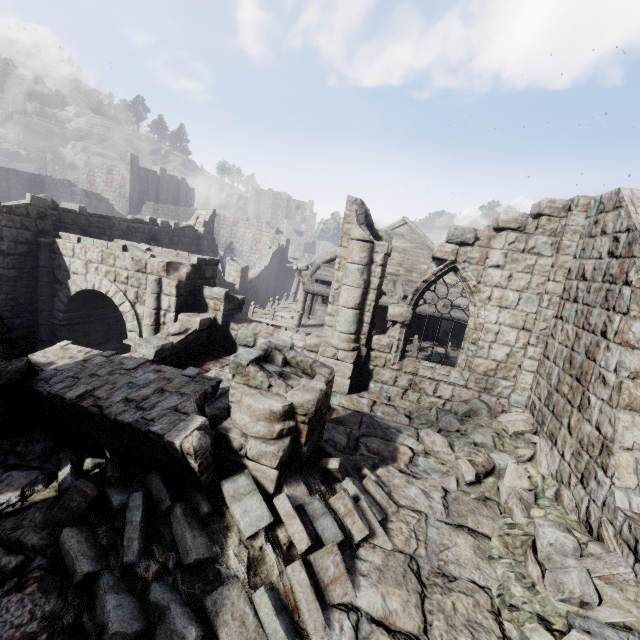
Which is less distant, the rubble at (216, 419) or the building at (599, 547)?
the building at (599, 547)

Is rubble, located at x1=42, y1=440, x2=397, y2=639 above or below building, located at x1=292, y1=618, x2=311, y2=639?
above

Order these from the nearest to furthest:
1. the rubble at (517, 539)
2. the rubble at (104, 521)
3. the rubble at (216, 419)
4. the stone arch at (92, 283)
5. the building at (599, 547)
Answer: the rubble at (104, 521) → the rubble at (517, 539) → the building at (599, 547) → the rubble at (216, 419) → the stone arch at (92, 283)

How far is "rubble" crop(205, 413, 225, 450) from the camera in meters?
4.9 m

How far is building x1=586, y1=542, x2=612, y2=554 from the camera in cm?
432

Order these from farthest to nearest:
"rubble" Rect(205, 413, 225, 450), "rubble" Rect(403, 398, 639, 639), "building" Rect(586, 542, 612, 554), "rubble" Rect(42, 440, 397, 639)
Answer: "rubble" Rect(205, 413, 225, 450)
"building" Rect(586, 542, 612, 554)
"rubble" Rect(403, 398, 639, 639)
"rubble" Rect(42, 440, 397, 639)

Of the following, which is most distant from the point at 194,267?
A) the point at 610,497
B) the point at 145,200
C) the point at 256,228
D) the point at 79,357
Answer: the point at 145,200

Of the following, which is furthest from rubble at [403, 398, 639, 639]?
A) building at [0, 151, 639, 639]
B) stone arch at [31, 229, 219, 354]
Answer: stone arch at [31, 229, 219, 354]
